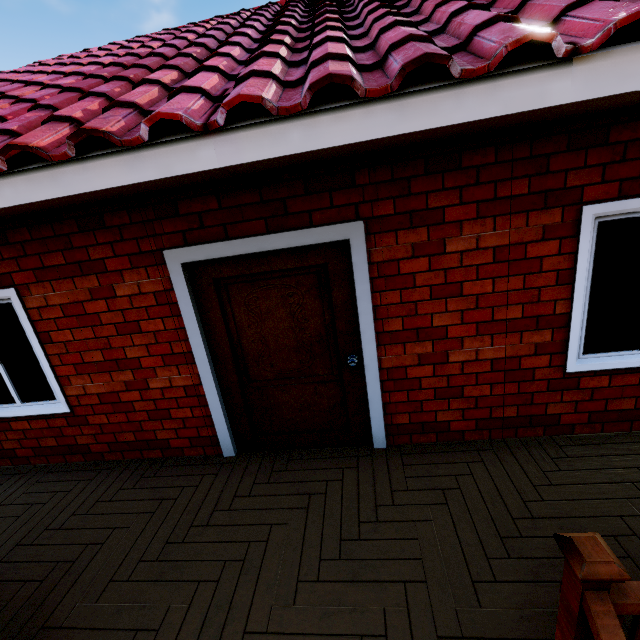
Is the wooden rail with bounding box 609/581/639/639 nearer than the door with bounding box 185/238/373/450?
Yes

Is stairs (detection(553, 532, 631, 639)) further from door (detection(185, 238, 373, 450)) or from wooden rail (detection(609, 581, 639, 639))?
door (detection(185, 238, 373, 450))

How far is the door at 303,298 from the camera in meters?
2.8

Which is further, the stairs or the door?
the door

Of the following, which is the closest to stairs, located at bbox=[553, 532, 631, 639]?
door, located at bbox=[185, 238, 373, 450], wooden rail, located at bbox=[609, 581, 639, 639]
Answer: wooden rail, located at bbox=[609, 581, 639, 639]

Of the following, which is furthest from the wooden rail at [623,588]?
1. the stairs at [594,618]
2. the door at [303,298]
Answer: A: the door at [303,298]

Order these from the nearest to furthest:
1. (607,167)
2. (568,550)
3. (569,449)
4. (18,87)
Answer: (568,550), (607,167), (569,449), (18,87)
